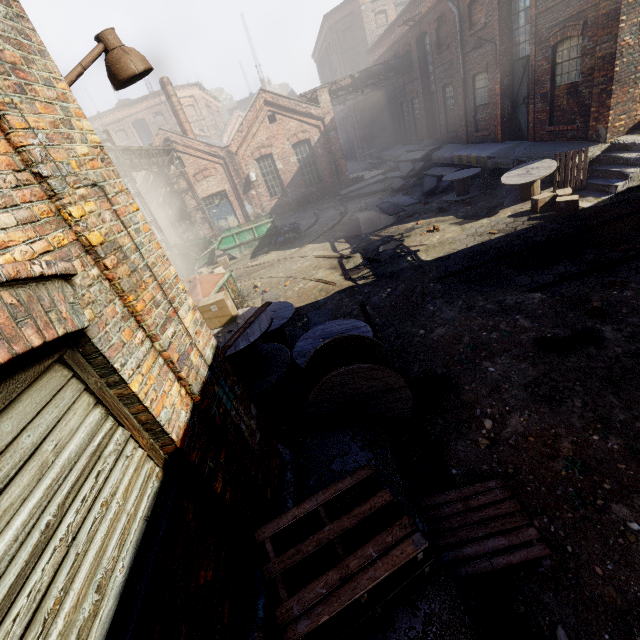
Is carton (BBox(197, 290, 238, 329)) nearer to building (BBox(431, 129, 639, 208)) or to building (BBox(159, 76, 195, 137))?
building (BBox(431, 129, 639, 208))

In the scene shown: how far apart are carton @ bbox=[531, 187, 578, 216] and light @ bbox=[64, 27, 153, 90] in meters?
10.5

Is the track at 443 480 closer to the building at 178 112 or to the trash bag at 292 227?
the trash bag at 292 227

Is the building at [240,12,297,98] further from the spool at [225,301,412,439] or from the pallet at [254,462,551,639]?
the pallet at [254,462,551,639]

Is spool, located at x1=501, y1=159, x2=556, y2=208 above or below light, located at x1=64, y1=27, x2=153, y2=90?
below

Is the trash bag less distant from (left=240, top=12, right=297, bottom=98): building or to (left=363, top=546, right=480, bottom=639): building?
(left=363, top=546, right=480, bottom=639): building

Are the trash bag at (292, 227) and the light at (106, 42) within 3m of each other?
no

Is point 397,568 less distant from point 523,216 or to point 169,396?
point 169,396
